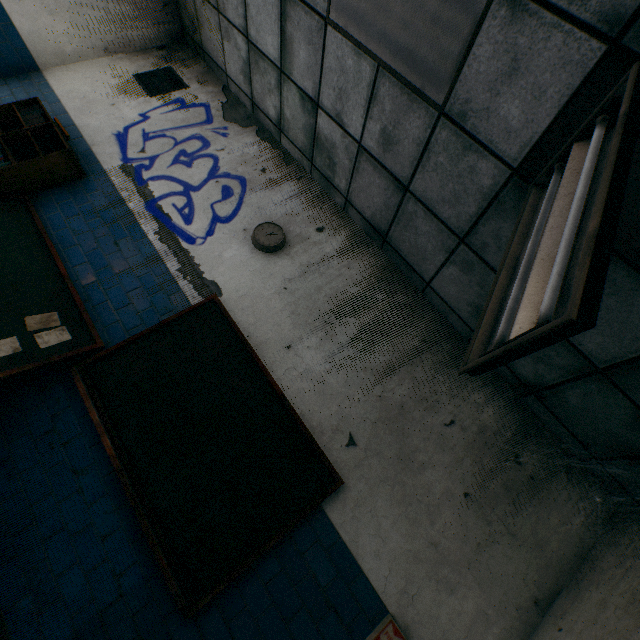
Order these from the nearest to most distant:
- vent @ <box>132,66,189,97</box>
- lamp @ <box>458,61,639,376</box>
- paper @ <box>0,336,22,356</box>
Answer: lamp @ <box>458,61,639,376</box>, paper @ <box>0,336,22,356</box>, vent @ <box>132,66,189,97</box>

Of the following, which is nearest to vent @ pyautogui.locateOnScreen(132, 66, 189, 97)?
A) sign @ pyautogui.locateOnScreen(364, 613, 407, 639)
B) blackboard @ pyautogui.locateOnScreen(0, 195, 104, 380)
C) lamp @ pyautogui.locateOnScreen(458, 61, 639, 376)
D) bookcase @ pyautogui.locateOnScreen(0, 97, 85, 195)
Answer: bookcase @ pyautogui.locateOnScreen(0, 97, 85, 195)

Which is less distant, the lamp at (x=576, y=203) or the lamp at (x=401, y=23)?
the lamp at (x=576, y=203)

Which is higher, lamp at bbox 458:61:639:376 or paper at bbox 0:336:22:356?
lamp at bbox 458:61:639:376

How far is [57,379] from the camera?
2.6 meters

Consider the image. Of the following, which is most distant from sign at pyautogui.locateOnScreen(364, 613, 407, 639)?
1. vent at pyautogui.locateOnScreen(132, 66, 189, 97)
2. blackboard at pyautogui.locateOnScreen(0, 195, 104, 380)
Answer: vent at pyautogui.locateOnScreen(132, 66, 189, 97)

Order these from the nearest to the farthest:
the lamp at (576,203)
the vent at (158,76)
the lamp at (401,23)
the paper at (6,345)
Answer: the lamp at (576,203) < the lamp at (401,23) < the paper at (6,345) < the vent at (158,76)

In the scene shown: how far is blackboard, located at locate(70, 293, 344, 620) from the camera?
2.21m
